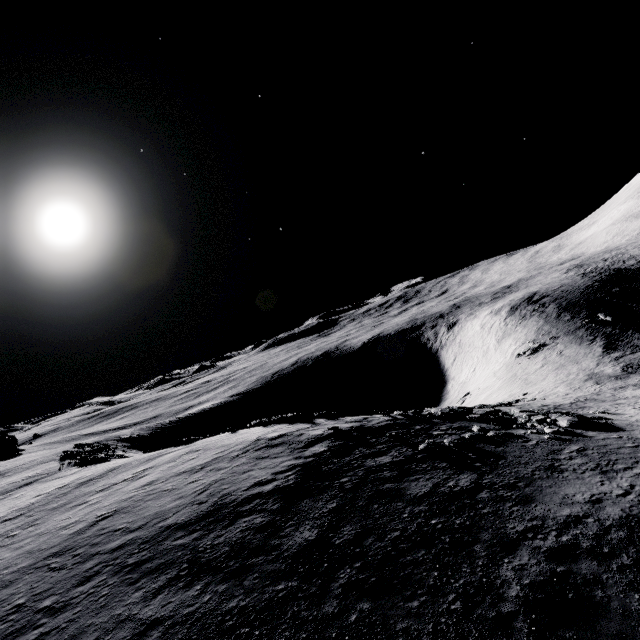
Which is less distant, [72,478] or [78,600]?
[78,600]
